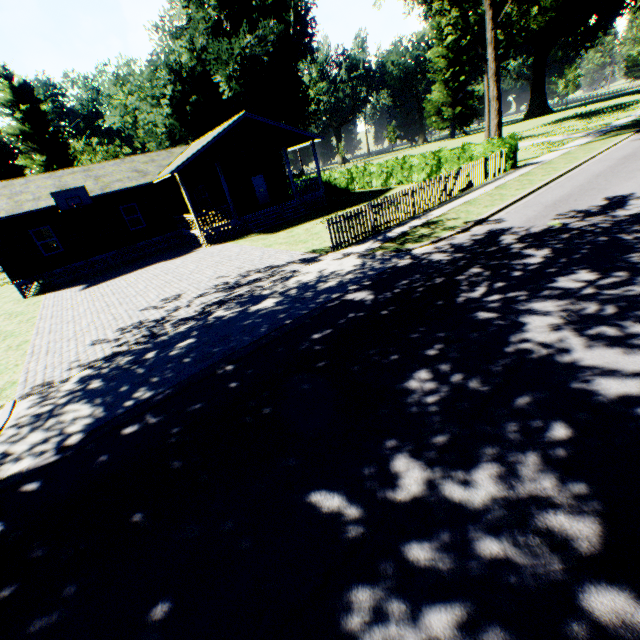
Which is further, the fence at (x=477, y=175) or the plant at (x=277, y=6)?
the plant at (x=277, y=6)

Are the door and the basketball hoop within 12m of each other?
yes

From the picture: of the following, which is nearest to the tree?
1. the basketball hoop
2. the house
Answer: the house

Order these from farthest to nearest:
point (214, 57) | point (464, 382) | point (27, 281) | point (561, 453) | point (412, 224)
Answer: point (214, 57) → point (27, 281) → point (412, 224) → point (464, 382) → point (561, 453)

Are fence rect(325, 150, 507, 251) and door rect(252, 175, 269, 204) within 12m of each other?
no

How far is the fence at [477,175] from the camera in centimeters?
1233cm

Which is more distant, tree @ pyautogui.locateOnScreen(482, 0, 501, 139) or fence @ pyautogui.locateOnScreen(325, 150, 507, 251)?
tree @ pyautogui.locateOnScreen(482, 0, 501, 139)

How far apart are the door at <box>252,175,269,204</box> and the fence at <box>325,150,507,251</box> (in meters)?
16.10
